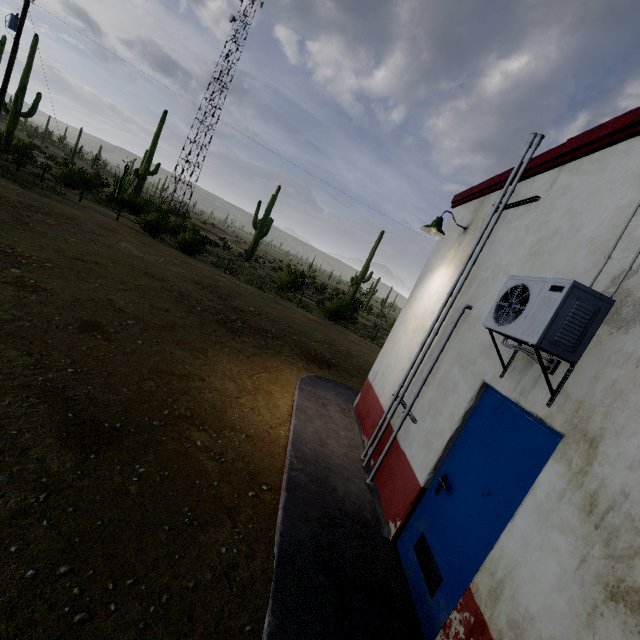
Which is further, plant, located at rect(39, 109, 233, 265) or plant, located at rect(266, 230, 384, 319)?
plant, located at rect(266, 230, 384, 319)

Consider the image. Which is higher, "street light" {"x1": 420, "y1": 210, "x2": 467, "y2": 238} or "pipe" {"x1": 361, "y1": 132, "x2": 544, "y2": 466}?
"pipe" {"x1": 361, "y1": 132, "x2": 544, "y2": 466}

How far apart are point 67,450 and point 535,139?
6.55m

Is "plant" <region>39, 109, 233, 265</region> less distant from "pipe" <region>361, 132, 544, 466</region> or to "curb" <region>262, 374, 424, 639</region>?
"curb" <region>262, 374, 424, 639</region>

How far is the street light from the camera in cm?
539

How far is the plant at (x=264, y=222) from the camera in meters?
35.8 m

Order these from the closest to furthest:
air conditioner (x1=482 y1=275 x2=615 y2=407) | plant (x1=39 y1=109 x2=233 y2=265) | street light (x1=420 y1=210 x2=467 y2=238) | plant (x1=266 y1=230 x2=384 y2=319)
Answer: air conditioner (x1=482 y1=275 x2=615 y2=407), street light (x1=420 y1=210 x2=467 y2=238), plant (x1=39 y1=109 x2=233 y2=265), plant (x1=266 y1=230 x2=384 y2=319)

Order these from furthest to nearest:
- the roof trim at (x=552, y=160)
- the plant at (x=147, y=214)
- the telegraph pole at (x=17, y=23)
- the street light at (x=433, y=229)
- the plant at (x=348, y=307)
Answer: Result: the plant at (x=348, y=307) < the plant at (x=147, y=214) < the telegraph pole at (x=17, y=23) < the street light at (x=433, y=229) < the roof trim at (x=552, y=160)
